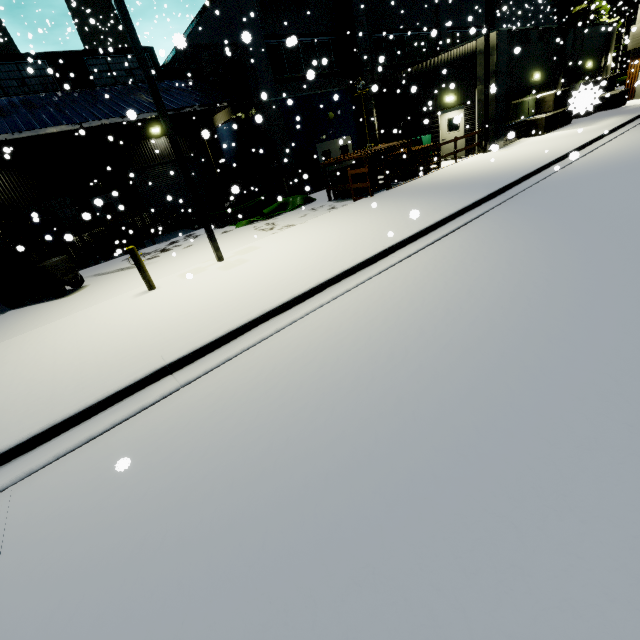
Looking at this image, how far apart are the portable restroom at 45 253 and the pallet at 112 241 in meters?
0.7

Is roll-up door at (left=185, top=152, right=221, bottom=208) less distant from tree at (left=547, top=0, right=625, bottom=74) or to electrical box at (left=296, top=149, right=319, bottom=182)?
electrical box at (left=296, top=149, right=319, bottom=182)

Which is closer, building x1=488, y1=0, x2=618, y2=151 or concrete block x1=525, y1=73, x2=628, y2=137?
concrete block x1=525, y1=73, x2=628, y2=137

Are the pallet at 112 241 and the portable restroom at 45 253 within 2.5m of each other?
yes

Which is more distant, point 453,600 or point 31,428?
point 31,428

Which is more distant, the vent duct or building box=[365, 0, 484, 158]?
the vent duct

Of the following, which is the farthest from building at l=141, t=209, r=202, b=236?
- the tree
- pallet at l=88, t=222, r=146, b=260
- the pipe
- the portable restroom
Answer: pallet at l=88, t=222, r=146, b=260
